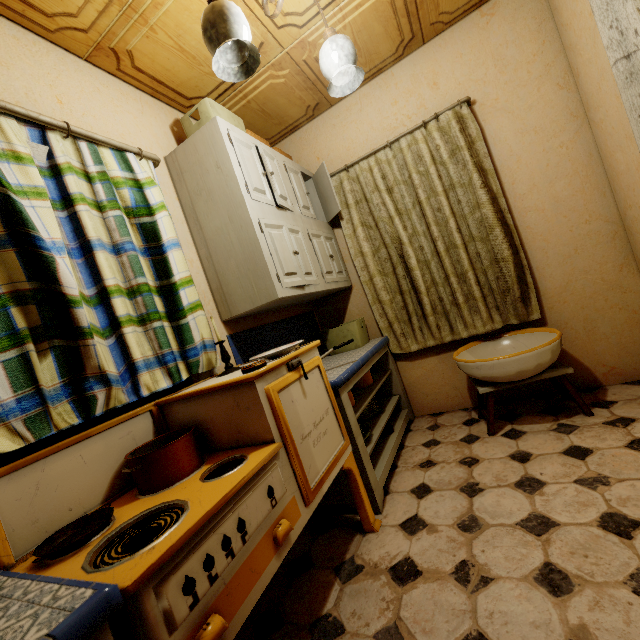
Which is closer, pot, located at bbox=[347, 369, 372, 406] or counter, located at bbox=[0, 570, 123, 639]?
counter, located at bbox=[0, 570, 123, 639]

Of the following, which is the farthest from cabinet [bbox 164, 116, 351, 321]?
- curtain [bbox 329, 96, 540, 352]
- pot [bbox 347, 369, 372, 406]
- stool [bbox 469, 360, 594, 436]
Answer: stool [bbox 469, 360, 594, 436]

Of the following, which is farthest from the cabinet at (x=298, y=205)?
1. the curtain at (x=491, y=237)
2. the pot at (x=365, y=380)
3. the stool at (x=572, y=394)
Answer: the stool at (x=572, y=394)

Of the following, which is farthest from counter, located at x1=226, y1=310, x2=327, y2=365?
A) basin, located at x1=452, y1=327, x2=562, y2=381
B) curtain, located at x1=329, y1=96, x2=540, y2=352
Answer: basin, located at x1=452, y1=327, x2=562, y2=381

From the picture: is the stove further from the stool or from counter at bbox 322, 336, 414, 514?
the stool

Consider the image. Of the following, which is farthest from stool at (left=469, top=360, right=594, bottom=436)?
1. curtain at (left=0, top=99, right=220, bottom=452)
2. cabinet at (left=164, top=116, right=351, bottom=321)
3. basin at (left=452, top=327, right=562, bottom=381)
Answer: curtain at (left=0, top=99, right=220, bottom=452)

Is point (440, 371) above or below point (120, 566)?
below

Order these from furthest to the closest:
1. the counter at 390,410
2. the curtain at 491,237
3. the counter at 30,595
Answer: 1. the curtain at 491,237
2. the counter at 390,410
3. the counter at 30,595
